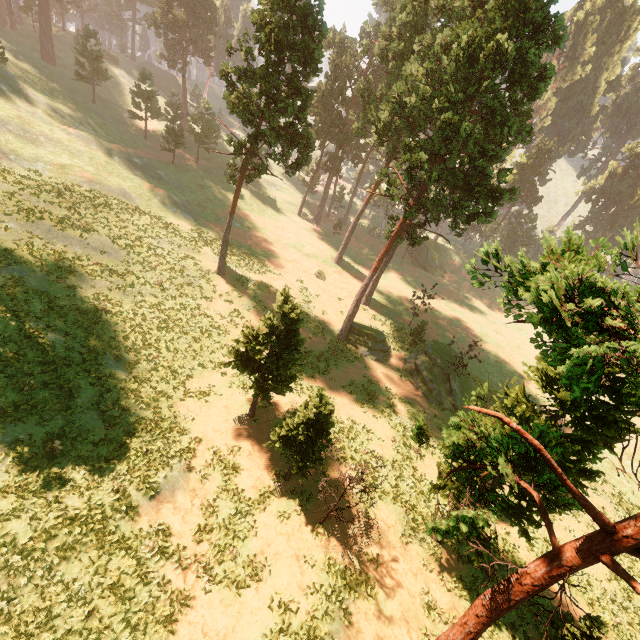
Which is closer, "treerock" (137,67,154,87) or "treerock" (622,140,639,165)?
"treerock" (137,67,154,87)

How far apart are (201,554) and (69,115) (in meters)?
50.11

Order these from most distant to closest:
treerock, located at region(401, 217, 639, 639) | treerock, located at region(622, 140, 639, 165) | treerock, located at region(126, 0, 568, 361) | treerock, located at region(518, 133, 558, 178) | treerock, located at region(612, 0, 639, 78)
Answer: treerock, located at region(622, 140, 639, 165), treerock, located at region(612, 0, 639, 78), treerock, located at region(518, 133, 558, 178), treerock, located at region(126, 0, 568, 361), treerock, located at region(401, 217, 639, 639)

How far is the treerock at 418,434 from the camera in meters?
8.9 m

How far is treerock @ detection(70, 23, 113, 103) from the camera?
42.4m
